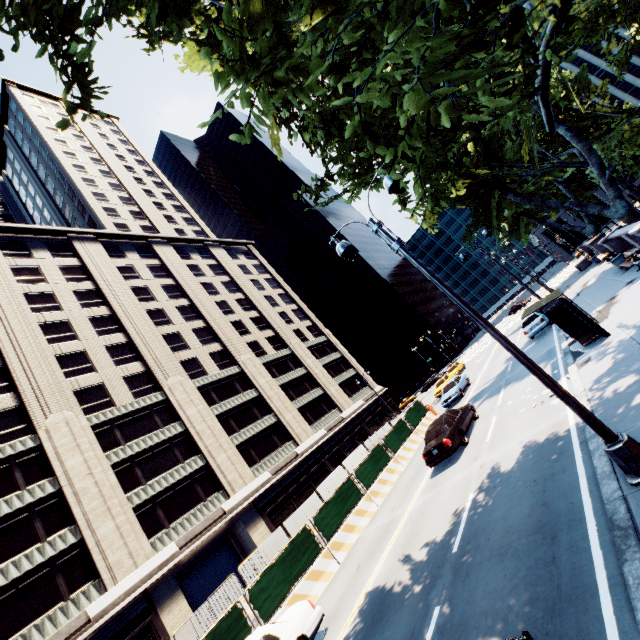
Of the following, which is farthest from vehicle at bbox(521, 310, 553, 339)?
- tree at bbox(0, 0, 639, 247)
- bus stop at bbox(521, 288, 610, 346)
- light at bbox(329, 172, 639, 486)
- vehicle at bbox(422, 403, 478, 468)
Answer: light at bbox(329, 172, 639, 486)

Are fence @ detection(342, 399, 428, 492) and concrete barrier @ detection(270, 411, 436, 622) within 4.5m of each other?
yes

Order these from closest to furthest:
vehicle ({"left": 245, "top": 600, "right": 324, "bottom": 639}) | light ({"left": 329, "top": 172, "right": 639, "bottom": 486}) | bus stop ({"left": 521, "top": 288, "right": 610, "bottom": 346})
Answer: light ({"left": 329, "top": 172, "right": 639, "bottom": 486}), vehicle ({"left": 245, "top": 600, "right": 324, "bottom": 639}), bus stop ({"left": 521, "top": 288, "right": 610, "bottom": 346})

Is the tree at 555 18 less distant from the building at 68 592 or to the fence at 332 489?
the building at 68 592

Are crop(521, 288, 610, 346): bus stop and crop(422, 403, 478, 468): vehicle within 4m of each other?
no

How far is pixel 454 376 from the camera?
28.66m

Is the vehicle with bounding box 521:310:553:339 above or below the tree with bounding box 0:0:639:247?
below

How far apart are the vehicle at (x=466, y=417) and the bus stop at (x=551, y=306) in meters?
5.4 m
